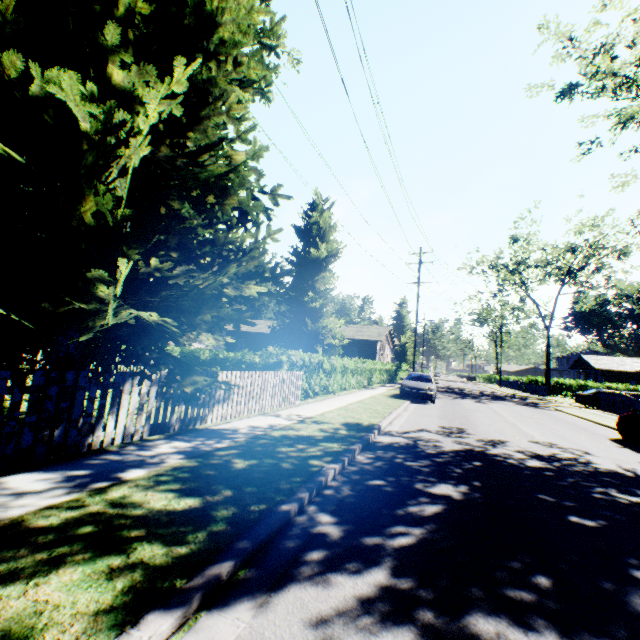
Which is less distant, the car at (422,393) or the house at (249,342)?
the car at (422,393)

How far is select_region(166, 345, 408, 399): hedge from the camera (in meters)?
11.21

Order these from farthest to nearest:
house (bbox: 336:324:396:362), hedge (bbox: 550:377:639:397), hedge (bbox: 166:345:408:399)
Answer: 1. hedge (bbox: 550:377:639:397)
2. house (bbox: 336:324:396:362)
3. hedge (bbox: 166:345:408:399)

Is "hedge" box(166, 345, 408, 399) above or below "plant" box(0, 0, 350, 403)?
below

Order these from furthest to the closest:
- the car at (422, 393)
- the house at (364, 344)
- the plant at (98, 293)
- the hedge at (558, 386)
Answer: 1. the hedge at (558, 386)
2. the house at (364, 344)
3. the car at (422, 393)
4. the plant at (98, 293)

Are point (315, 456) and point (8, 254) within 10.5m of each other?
yes

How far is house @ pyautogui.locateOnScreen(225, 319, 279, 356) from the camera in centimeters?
4016cm

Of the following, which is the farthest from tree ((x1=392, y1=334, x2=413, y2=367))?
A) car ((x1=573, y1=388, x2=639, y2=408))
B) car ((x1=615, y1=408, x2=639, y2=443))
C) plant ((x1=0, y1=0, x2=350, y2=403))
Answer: car ((x1=615, y1=408, x2=639, y2=443))
